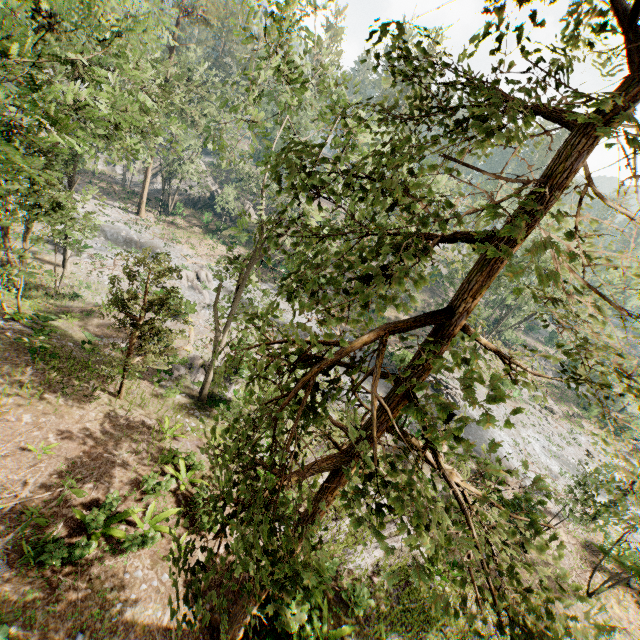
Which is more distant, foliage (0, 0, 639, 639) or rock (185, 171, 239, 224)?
rock (185, 171, 239, 224)

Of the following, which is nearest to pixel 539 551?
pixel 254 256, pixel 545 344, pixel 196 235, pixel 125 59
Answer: pixel 125 59

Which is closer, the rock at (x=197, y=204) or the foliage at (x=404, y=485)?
the foliage at (x=404, y=485)

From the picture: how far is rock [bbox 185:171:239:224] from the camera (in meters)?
48.28

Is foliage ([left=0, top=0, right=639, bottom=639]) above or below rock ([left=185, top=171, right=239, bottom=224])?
above

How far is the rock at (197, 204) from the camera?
48.3 meters
